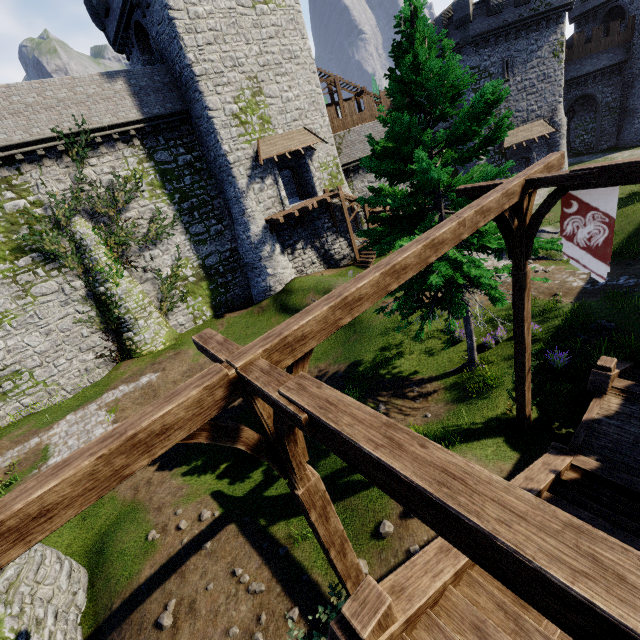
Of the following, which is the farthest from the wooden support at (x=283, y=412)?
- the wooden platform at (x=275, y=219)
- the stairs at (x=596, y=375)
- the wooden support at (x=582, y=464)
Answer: the wooden platform at (x=275, y=219)

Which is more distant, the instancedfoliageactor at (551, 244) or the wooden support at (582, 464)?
the instancedfoliageactor at (551, 244)

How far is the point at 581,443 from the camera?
6.80m

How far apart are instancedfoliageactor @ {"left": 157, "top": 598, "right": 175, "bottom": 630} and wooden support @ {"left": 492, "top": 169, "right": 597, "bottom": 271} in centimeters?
1107cm

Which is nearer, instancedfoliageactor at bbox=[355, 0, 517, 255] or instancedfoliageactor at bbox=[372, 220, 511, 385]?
instancedfoliageactor at bbox=[355, 0, 517, 255]

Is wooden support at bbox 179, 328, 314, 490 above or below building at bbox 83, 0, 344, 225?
below

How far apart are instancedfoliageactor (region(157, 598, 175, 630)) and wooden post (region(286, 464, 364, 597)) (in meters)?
4.82

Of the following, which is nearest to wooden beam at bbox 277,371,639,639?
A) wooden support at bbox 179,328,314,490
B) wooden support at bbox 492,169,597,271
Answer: wooden support at bbox 179,328,314,490
